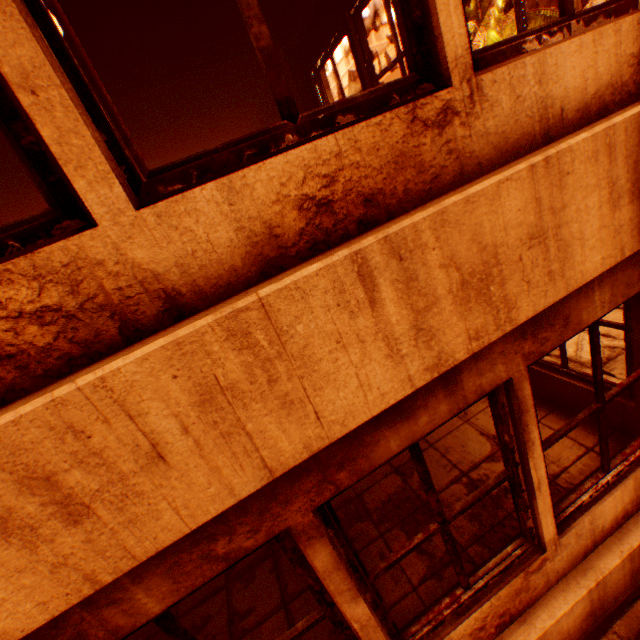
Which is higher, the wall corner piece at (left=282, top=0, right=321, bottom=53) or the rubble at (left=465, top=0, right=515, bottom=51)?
the rubble at (left=465, top=0, right=515, bottom=51)

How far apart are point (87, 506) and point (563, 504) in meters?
3.1

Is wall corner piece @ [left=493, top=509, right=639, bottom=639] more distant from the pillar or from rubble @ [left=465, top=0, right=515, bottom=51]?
rubble @ [left=465, top=0, right=515, bottom=51]

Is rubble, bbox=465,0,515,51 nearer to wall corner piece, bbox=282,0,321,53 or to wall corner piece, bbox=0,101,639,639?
wall corner piece, bbox=282,0,321,53

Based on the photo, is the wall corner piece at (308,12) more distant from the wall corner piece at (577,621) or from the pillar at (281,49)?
the wall corner piece at (577,621)

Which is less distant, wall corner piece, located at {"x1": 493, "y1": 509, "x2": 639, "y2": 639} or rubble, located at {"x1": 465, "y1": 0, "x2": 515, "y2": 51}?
wall corner piece, located at {"x1": 493, "y1": 509, "x2": 639, "y2": 639}

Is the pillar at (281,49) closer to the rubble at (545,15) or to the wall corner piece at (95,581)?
the wall corner piece at (95,581)

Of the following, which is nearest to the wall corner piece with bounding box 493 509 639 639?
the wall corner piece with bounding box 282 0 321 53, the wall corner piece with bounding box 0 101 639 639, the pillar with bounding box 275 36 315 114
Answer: the pillar with bounding box 275 36 315 114
